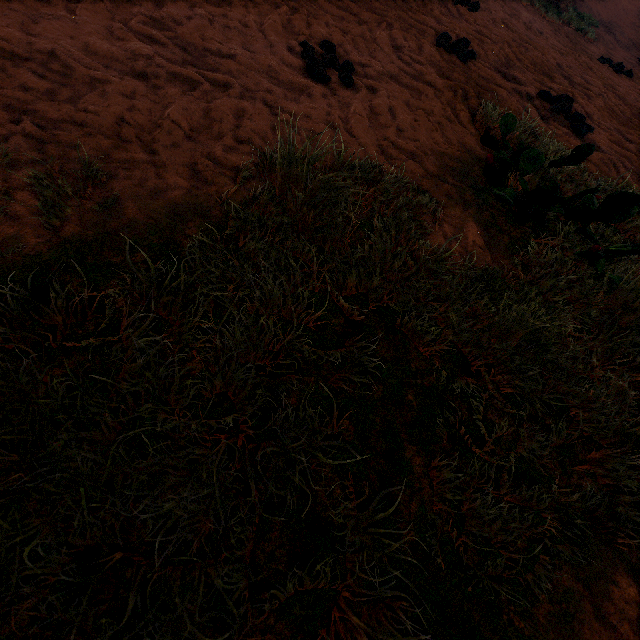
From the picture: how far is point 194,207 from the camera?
1.5 meters
